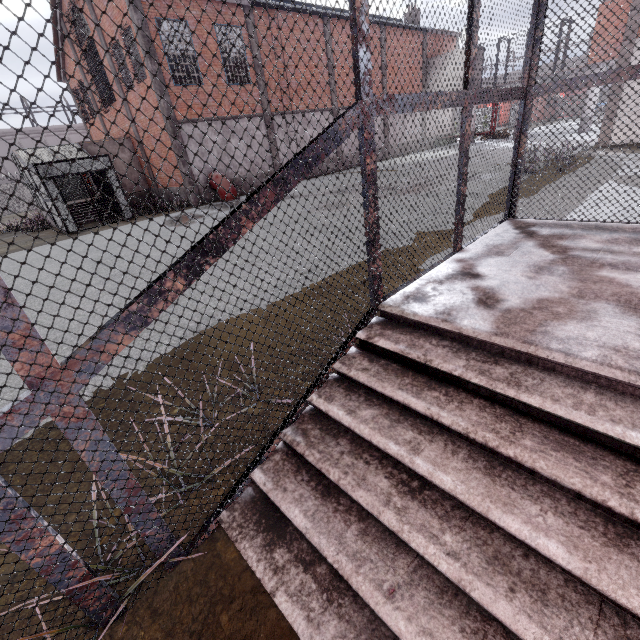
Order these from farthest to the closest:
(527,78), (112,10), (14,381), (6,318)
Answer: (112,10)
(14,381)
(527,78)
(6,318)

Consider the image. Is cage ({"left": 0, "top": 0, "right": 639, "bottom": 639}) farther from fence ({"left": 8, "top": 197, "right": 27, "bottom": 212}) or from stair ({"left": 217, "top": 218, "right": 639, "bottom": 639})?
fence ({"left": 8, "top": 197, "right": 27, "bottom": 212})

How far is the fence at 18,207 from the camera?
31.8 meters

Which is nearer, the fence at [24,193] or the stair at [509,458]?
the stair at [509,458]

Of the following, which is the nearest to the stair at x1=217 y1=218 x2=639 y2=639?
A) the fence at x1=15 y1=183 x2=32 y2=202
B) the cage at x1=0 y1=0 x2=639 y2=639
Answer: the cage at x1=0 y1=0 x2=639 y2=639

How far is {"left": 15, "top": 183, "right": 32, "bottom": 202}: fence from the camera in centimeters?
3188cm
